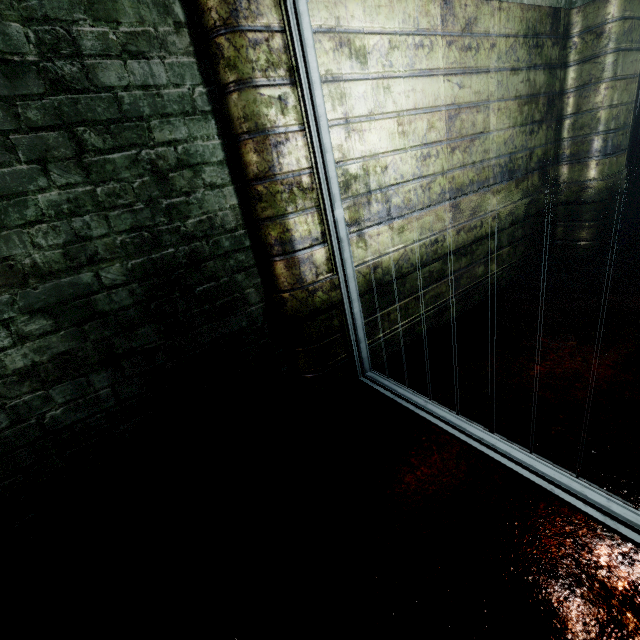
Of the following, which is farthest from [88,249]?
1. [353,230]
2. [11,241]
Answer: [353,230]
